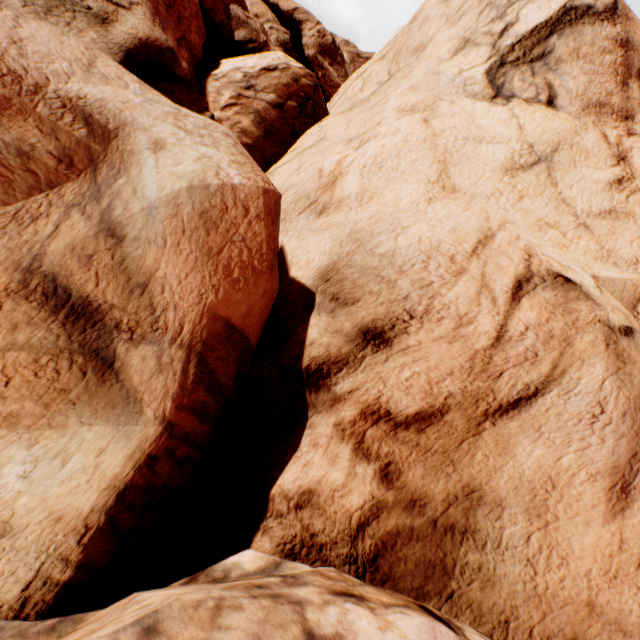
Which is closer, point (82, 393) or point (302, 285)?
point (82, 393)
